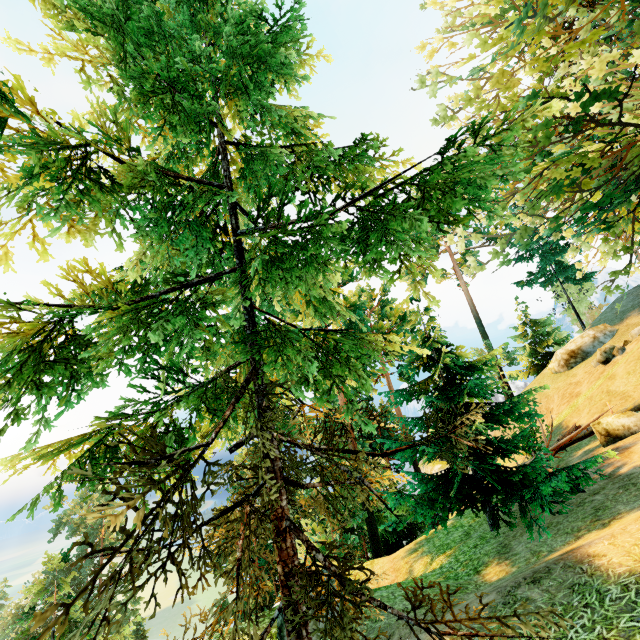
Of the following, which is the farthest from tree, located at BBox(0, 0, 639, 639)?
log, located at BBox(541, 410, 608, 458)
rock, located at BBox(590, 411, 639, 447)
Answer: rock, located at BBox(590, 411, 639, 447)

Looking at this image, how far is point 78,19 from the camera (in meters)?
3.16

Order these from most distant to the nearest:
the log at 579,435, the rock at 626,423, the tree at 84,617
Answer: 1. the log at 579,435
2. the rock at 626,423
3. the tree at 84,617

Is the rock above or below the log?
above

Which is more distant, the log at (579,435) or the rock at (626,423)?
the log at (579,435)

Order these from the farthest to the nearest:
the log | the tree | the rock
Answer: the log
the rock
the tree

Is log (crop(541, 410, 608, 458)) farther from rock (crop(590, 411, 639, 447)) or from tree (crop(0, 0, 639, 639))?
Answer: rock (crop(590, 411, 639, 447))
